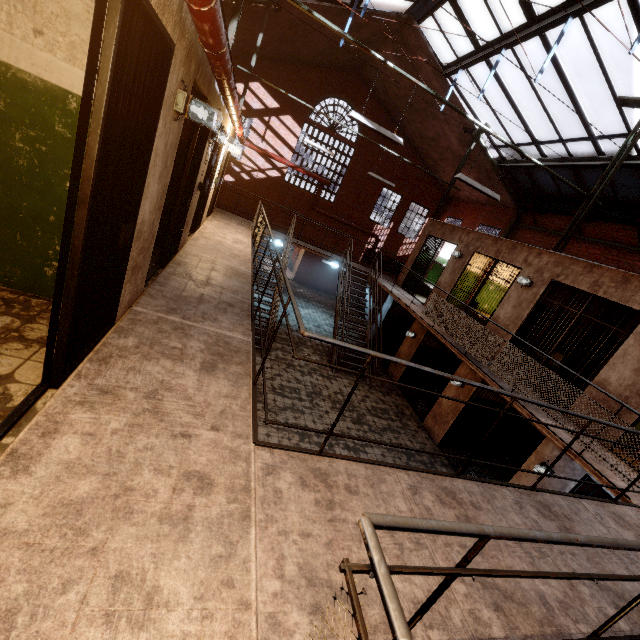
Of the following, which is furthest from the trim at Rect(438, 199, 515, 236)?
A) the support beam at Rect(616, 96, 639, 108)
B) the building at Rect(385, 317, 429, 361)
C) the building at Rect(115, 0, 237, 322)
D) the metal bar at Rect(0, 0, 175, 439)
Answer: the metal bar at Rect(0, 0, 175, 439)

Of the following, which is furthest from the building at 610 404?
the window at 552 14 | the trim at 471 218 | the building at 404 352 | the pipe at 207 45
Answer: the trim at 471 218

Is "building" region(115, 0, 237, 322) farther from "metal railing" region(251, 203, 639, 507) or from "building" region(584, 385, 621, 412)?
"building" region(584, 385, 621, 412)

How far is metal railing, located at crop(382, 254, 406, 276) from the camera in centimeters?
1189cm

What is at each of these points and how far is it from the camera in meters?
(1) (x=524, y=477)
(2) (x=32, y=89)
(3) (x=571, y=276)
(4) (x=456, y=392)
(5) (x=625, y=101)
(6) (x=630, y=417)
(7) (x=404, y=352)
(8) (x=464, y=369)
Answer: (1) building, 6.9 m
(2) building, 2.4 m
(3) building, 7.3 m
(4) building, 9.3 m
(5) support beam, 7.2 m
(6) building, 5.6 m
(7) building, 12.1 m
(8) building, 9.3 m

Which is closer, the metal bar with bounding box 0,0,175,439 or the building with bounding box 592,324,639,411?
the metal bar with bounding box 0,0,175,439

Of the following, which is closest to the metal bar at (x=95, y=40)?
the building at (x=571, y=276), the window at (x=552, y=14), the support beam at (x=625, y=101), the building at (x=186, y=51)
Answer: the building at (x=186, y=51)

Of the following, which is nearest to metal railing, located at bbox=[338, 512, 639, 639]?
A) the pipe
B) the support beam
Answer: the pipe
